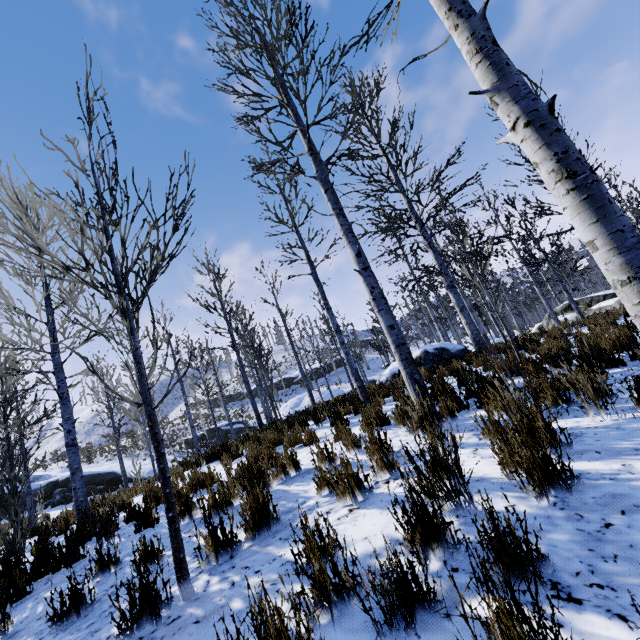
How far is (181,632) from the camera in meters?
1.9 m

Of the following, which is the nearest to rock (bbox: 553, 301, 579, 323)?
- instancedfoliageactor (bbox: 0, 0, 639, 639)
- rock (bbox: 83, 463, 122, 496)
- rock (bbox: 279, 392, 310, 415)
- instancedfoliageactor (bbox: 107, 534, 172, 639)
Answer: instancedfoliageactor (bbox: 107, 534, 172, 639)

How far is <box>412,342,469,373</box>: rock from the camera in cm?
1157

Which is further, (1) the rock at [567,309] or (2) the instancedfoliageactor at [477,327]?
(1) the rock at [567,309]

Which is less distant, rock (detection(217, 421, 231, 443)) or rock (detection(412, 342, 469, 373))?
rock (detection(412, 342, 469, 373))

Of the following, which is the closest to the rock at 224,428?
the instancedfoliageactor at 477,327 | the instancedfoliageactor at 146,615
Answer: the instancedfoliageactor at 146,615

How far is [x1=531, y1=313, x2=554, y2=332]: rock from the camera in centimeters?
2052cm

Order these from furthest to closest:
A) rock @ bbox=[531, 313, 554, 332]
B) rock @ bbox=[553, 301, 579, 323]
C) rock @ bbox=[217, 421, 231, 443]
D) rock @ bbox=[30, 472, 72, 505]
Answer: rock @ bbox=[217, 421, 231, 443]
rock @ bbox=[531, 313, 554, 332]
rock @ bbox=[30, 472, 72, 505]
rock @ bbox=[553, 301, 579, 323]
